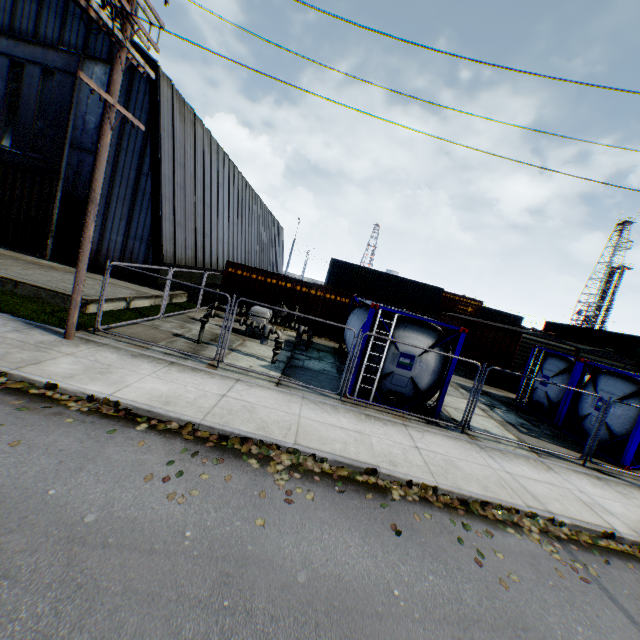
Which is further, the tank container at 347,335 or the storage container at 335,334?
the storage container at 335,334

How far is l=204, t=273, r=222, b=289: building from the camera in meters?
24.0

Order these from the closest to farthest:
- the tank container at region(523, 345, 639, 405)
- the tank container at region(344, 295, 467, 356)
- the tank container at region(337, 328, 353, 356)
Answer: the tank container at region(344, 295, 467, 356), the tank container at region(523, 345, 639, 405), the tank container at region(337, 328, 353, 356)

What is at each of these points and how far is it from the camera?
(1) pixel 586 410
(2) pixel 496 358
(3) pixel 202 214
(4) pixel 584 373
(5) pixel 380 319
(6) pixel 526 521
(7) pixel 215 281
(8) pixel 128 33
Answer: (1) tank container, 12.1m
(2) train, 19.9m
(3) building, 22.2m
(4) tank container, 12.8m
(5) tank container, 9.5m
(6) leaf decal, 6.2m
(7) building, 25.9m
(8) electric pole, 7.6m

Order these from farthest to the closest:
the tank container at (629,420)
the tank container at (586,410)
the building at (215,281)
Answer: the building at (215,281), the tank container at (586,410), the tank container at (629,420)

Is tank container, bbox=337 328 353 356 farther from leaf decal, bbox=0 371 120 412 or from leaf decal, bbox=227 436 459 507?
leaf decal, bbox=0 371 120 412

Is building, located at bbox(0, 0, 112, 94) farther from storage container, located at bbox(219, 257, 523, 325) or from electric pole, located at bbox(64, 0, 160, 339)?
electric pole, located at bbox(64, 0, 160, 339)
